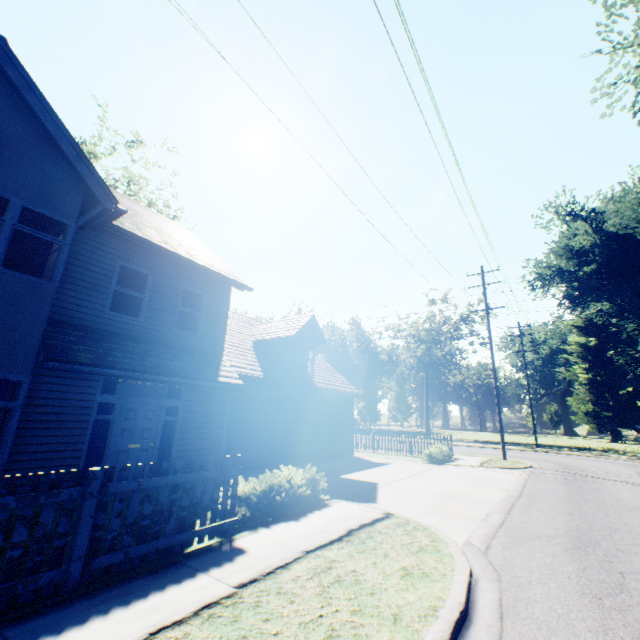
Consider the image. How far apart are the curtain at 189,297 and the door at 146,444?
2.53m

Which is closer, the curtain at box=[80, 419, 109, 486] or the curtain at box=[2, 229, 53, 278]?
the curtain at box=[2, 229, 53, 278]

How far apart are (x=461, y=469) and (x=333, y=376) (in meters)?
8.27

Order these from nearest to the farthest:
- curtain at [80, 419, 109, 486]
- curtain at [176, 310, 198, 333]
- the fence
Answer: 1. the fence
2. curtain at [80, 419, 109, 486]
3. curtain at [176, 310, 198, 333]

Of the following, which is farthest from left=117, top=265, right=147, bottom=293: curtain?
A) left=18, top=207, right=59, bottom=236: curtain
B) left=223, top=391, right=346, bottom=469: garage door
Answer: left=223, top=391, right=346, bottom=469: garage door

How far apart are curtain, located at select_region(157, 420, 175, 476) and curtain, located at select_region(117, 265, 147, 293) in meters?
3.3

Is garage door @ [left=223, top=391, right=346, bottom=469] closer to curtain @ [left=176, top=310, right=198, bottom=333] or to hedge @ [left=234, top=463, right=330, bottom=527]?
curtain @ [left=176, top=310, right=198, bottom=333]

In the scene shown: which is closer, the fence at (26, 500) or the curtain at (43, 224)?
the fence at (26, 500)
